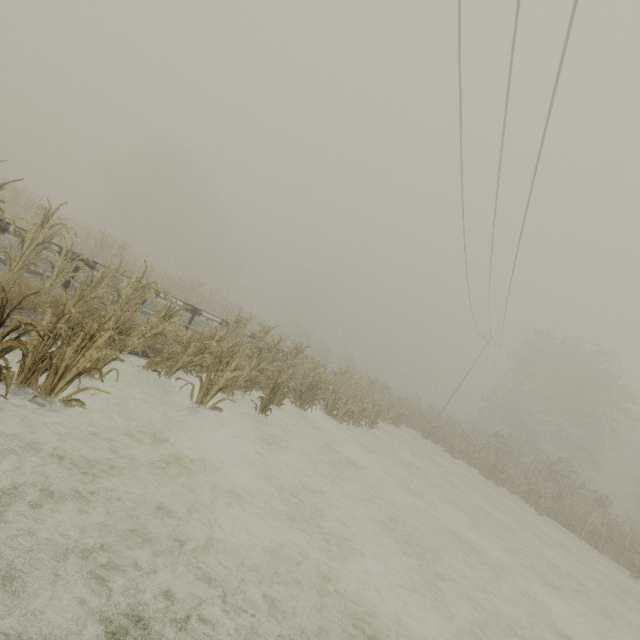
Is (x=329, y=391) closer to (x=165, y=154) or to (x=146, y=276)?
(x=146, y=276)
